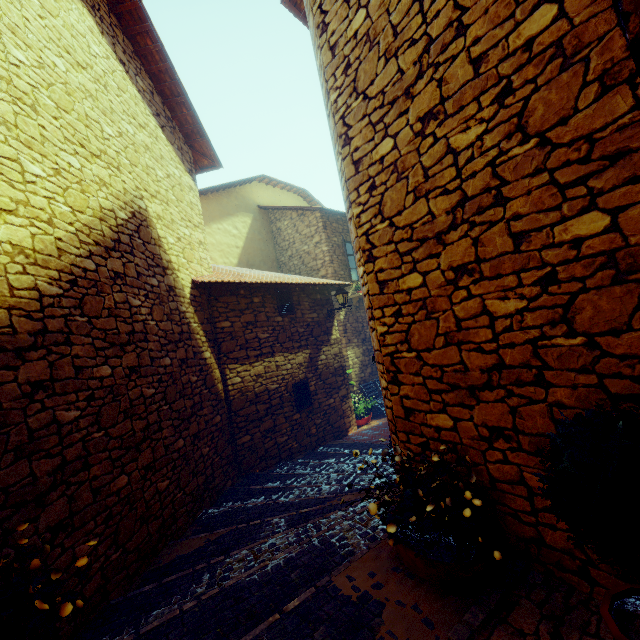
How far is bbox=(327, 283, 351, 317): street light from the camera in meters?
9.2

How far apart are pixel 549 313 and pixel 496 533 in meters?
1.8

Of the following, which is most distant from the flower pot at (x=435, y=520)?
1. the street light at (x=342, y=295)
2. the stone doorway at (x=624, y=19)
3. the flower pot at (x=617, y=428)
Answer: the street light at (x=342, y=295)

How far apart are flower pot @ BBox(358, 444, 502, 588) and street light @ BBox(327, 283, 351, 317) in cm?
648

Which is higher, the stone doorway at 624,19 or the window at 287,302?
the window at 287,302

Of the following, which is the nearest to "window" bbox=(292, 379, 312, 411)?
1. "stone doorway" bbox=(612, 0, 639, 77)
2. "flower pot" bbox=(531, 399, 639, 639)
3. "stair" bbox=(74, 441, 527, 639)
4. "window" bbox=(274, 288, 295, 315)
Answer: "stair" bbox=(74, 441, 527, 639)

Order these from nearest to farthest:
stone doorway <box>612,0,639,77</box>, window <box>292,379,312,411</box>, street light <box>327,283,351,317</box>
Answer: stone doorway <box>612,0,639,77</box>
window <box>292,379,312,411</box>
street light <box>327,283,351,317</box>

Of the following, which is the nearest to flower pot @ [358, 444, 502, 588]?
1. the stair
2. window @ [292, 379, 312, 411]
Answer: the stair
